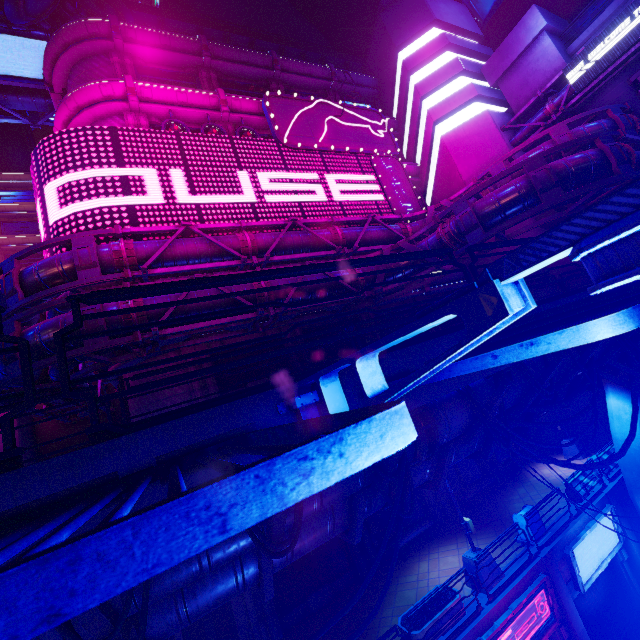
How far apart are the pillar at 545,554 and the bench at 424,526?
4.6m

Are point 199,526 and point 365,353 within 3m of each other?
yes

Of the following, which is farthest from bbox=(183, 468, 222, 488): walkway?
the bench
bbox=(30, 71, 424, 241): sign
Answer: bbox=(30, 71, 424, 241): sign

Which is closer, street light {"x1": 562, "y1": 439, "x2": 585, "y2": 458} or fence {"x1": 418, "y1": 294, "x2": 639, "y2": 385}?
fence {"x1": 418, "y1": 294, "x2": 639, "y2": 385}

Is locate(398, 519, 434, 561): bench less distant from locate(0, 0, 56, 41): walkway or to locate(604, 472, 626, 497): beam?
locate(604, 472, 626, 497): beam

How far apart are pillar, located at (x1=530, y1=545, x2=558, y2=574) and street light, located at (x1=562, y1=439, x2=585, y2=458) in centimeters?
928cm

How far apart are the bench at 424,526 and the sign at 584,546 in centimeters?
542cm

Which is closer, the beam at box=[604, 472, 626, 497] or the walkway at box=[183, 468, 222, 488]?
the walkway at box=[183, 468, 222, 488]
